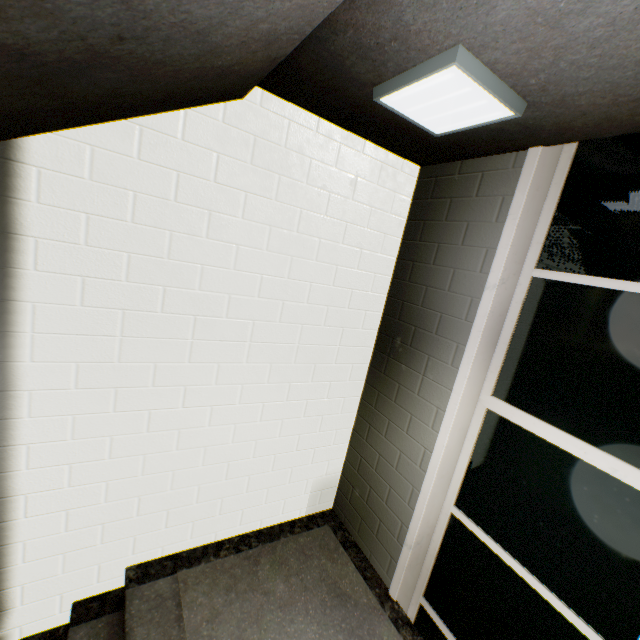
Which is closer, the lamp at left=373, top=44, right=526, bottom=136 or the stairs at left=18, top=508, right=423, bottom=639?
the lamp at left=373, top=44, right=526, bottom=136

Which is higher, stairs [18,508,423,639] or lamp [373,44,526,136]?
lamp [373,44,526,136]

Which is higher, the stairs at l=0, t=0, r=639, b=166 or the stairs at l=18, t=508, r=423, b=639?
the stairs at l=0, t=0, r=639, b=166

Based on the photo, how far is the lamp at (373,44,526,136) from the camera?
1.3m

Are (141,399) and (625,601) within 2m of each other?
no

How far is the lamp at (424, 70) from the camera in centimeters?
129cm

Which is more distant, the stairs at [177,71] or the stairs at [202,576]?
the stairs at [202,576]

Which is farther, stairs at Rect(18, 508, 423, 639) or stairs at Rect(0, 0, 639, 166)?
stairs at Rect(18, 508, 423, 639)
